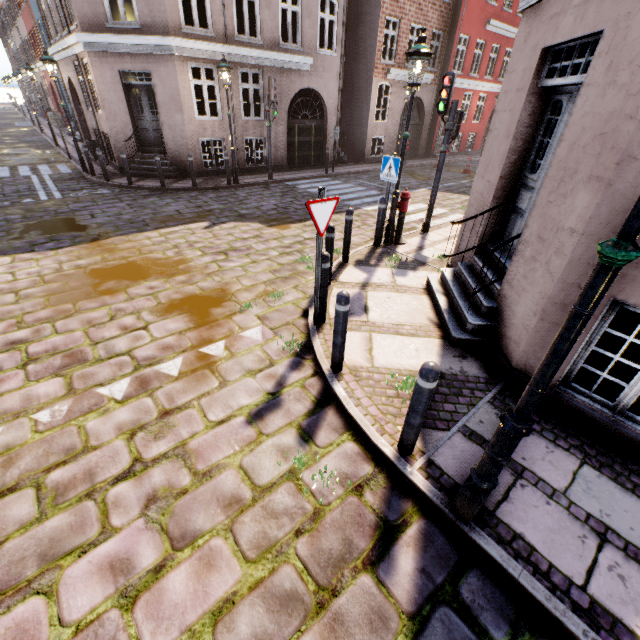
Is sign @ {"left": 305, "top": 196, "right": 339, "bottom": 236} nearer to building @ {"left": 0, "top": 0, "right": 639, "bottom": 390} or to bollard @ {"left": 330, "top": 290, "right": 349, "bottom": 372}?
bollard @ {"left": 330, "top": 290, "right": 349, "bottom": 372}

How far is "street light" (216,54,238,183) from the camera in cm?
1066

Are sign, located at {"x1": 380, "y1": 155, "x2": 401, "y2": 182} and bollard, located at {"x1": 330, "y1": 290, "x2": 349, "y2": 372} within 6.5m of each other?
yes

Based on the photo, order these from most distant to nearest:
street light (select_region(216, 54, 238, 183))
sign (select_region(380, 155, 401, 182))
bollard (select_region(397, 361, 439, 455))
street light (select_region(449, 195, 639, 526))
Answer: street light (select_region(216, 54, 238, 183))
sign (select_region(380, 155, 401, 182))
bollard (select_region(397, 361, 439, 455))
street light (select_region(449, 195, 639, 526))

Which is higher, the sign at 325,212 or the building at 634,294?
the sign at 325,212

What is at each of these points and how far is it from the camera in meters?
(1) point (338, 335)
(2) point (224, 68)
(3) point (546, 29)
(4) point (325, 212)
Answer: (1) bollard, 3.7
(2) street light, 10.6
(3) building, 3.9
(4) sign, 4.0

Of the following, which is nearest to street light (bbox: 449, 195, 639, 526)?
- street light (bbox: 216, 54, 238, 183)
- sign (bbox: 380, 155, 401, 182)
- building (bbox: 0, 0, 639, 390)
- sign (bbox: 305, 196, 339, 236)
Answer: sign (bbox: 380, 155, 401, 182)

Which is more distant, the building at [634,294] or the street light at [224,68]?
the street light at [224,68]
